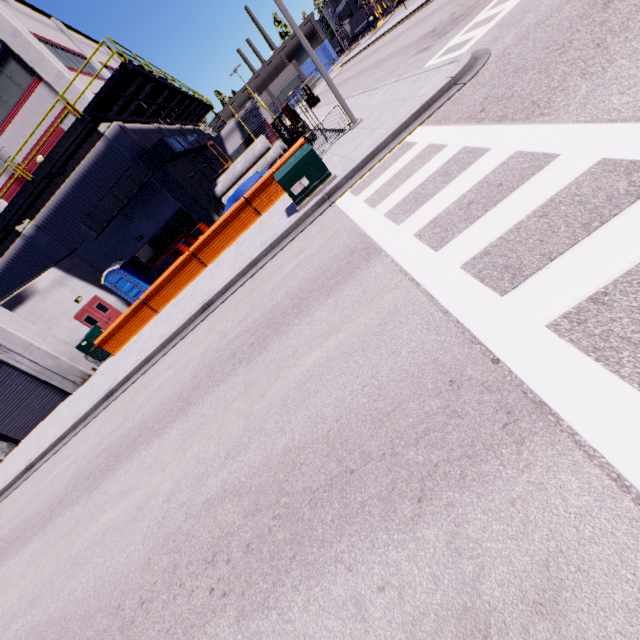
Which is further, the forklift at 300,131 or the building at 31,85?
the forklift at 300,131

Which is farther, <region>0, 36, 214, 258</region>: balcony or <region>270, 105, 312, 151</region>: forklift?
<region>270, 105, 312, 151</region>: forklift

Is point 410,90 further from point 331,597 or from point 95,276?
point 95,276

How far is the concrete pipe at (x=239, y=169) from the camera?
22.52m

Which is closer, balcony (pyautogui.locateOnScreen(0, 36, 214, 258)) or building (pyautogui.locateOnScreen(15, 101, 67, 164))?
balcony (pyautogui.locateOnScreen(0, 36, 214, 258))

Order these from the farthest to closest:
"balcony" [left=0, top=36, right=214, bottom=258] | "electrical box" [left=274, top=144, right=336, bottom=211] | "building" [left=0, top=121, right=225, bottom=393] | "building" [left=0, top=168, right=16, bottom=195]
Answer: "building" [left=0, top=168, right=16, bottom=195] → "building" [left=0, top=121, right=225, bottom=393] → "balcony" [left=0, top=36, right=214, bottom=258] → "electrical box" [left=274, top=144, right=336, bottom=211]

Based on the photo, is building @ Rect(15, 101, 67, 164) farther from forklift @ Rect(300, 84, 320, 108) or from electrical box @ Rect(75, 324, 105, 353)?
forklift @ Rect(300, 84, 320, 108)

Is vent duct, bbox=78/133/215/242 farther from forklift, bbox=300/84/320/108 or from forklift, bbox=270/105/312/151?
forklift, bbox=270/105/312/151
